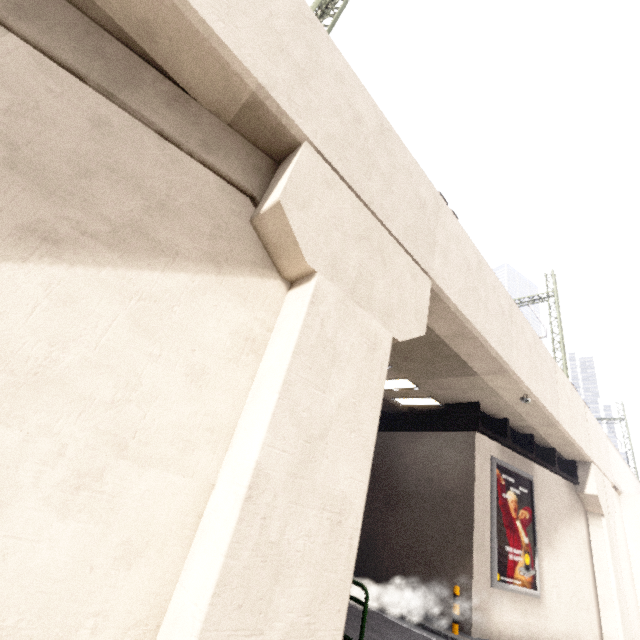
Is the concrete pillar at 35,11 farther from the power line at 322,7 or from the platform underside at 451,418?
the platform underside at 451,418

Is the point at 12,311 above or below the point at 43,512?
above

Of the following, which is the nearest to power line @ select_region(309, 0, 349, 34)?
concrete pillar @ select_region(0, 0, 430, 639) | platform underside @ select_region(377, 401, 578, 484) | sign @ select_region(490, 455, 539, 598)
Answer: concrete pillar @ select_region(0, 0, 430, 639)

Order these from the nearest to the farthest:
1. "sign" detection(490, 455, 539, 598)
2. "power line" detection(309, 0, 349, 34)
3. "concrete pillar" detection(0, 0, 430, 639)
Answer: "concrete pillar" detection(0, 0, 430, 639) → "power line" detection(309, 0, 349, 34) → "sign" detection(490, 455, 539, 598)

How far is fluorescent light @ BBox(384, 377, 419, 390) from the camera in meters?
12.4 m

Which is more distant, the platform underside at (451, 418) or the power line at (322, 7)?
the platform underside at (451, 418)

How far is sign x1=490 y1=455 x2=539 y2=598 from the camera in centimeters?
1074cm

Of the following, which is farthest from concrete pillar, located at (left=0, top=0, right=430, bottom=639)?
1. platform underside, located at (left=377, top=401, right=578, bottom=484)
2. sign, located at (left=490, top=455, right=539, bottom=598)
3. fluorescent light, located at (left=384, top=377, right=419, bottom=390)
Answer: sign, located at (left=490, top=455, right=539, bottom=598)
